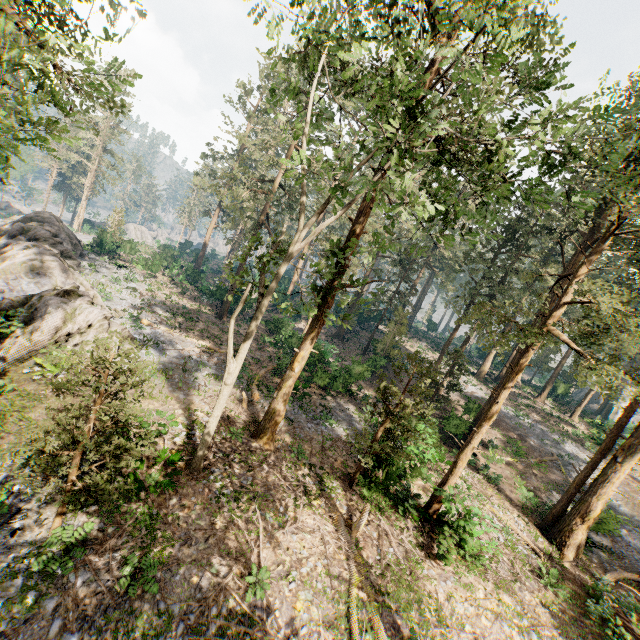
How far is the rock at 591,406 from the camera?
47.2 meters

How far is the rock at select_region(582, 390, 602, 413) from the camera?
47.2 meters

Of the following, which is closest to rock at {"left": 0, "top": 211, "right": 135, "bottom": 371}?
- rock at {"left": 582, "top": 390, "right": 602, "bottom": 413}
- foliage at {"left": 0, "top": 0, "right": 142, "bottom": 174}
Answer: foliage at {"left": 0, "top": 0, "right": 142, "bottom": 174}

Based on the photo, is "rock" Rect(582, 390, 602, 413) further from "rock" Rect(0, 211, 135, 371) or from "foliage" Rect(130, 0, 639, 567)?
"rock" Rect(0, 211, 135, 371)

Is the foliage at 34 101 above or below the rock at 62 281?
above

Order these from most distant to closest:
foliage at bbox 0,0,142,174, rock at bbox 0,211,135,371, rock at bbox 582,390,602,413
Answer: rock at bbox 582,390,602,413
rock at bbox 0,211,135,371
foliage at bbox 0,0,142,174

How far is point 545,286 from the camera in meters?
45.2 m
